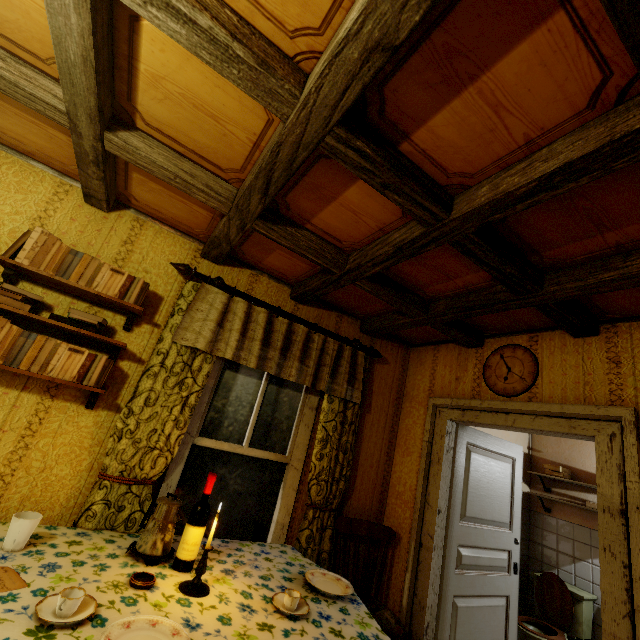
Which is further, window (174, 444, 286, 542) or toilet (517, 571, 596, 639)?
toilet (517, 571, 596, 639)

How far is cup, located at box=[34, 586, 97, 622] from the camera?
1.1m

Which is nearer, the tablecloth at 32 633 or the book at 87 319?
the tablecloth at 32 633

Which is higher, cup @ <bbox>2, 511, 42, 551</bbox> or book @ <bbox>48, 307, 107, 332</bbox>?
book @ <bbox>48, 307, 107, 332</bbox>

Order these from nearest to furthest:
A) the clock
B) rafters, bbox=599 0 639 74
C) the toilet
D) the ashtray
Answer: rafters, bbox=599 0 639 74
the ashtray
the clock
the toilet

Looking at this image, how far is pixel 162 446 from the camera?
2.1 meters

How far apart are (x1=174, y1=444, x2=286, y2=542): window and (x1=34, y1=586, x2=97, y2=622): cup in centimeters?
104cm

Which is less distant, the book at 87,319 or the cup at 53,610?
the cup at 53,610
